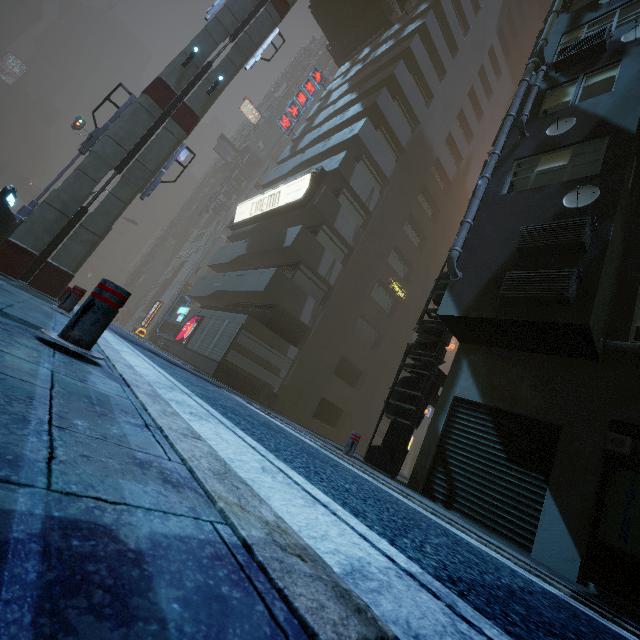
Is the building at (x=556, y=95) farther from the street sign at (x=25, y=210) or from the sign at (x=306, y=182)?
the street sign at (x=25, y=210)

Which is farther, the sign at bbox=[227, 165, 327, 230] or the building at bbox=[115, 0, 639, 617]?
the sign at bbox=[227, 165, 327, 230]

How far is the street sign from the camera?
16.4m

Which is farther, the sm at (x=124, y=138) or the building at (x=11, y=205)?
the sm at (x=124, y=138)

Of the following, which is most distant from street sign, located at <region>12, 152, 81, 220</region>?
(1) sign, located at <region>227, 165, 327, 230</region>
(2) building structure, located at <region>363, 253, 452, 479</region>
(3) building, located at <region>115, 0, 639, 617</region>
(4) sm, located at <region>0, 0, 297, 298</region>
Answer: (2) building structure, located at <region>363, 253, 452, 479</region>

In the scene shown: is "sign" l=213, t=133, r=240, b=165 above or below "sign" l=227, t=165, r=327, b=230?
above

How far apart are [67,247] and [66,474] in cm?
1498

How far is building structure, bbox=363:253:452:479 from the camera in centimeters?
857cm
